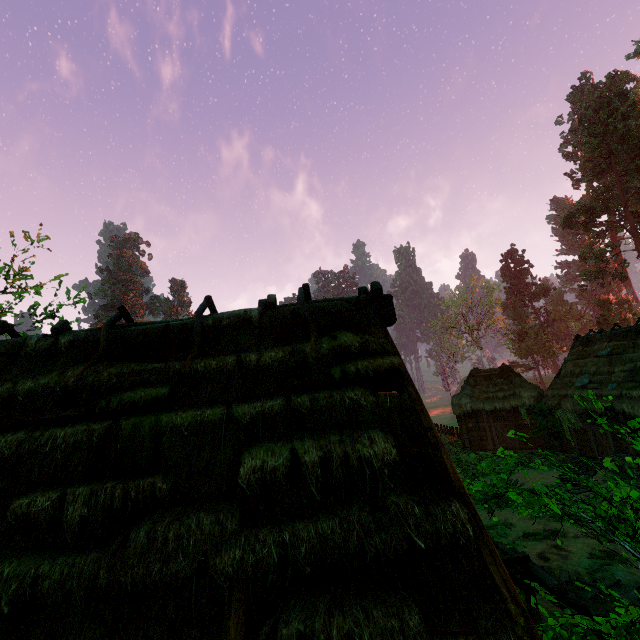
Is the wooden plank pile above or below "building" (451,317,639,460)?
below

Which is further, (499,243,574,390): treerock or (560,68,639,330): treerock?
(499,243,574,390): treerock

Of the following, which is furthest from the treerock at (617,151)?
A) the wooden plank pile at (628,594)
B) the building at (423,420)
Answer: the wooden plank pile at (628,594)

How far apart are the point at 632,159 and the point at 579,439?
39.1m

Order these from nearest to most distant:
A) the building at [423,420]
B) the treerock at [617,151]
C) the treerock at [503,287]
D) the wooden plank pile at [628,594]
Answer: the building at [423,420] < the wooden plank pile at [628,594] < the treerock at [617,151] < the treerock at [503,287]

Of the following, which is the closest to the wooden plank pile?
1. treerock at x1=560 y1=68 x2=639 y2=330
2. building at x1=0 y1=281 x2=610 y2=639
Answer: building at x1=0 y1=281 x2=610 y2=639

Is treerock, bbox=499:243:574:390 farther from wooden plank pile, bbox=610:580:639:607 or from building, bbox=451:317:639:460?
wooden plank pile, bbox=610:580:639:607
